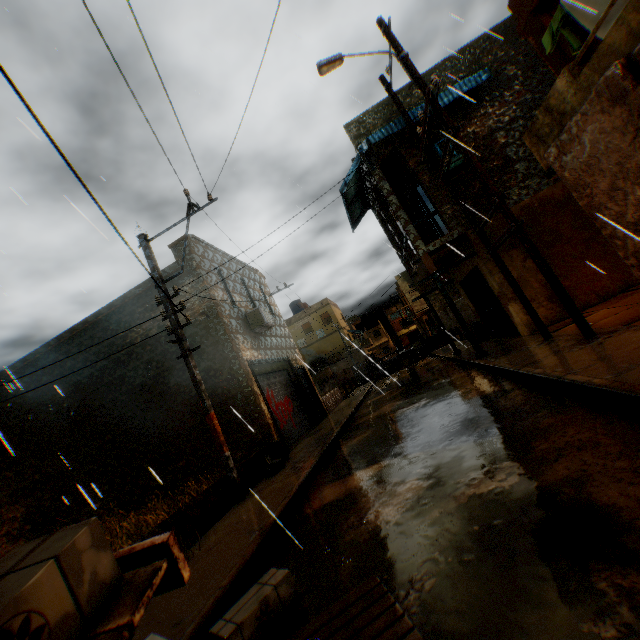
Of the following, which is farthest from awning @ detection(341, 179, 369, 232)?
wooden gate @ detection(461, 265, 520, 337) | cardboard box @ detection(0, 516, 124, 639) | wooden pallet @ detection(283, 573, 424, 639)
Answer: wooden pallet @ detection(283, 573, 424, 639)

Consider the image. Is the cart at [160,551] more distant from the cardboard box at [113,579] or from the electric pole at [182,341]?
the electric pole at [182,341]

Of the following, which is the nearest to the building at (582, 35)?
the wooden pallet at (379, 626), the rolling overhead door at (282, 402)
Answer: the rolling overhead door at (282, 402)

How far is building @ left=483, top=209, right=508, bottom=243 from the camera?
10.4 meters

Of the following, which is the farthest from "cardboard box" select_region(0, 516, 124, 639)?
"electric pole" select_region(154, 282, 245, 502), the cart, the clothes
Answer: "electric pole" select_region(154, 282, 245, 502)

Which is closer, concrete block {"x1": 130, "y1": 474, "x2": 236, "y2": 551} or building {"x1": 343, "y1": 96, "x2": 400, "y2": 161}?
concrete block {"x1": 130, "y1": 474, "x2": 236, "y2": 551}

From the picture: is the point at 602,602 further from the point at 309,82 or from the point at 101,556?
the point at 309,82

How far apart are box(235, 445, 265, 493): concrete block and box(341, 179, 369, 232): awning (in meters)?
2.63
